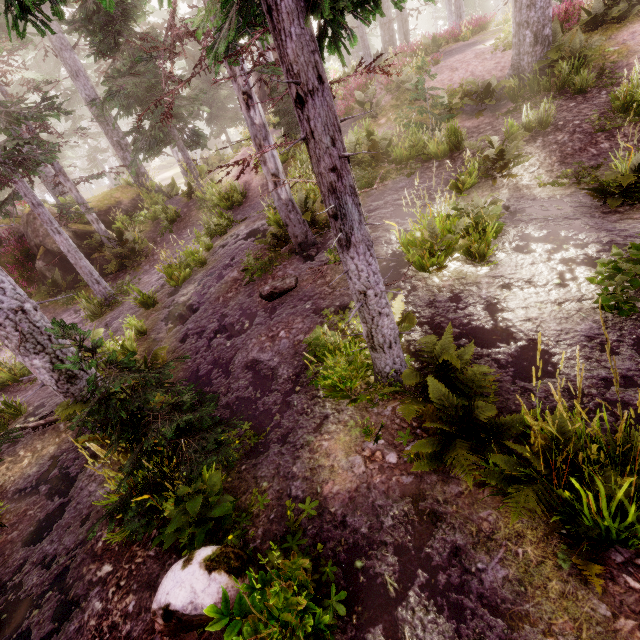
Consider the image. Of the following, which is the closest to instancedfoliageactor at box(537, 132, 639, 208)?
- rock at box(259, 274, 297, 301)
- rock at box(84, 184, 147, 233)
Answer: rock at box(84, 184, 147, 233)

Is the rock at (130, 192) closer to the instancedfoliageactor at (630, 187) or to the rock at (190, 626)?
the instancedfoliageactor at (630, 187)

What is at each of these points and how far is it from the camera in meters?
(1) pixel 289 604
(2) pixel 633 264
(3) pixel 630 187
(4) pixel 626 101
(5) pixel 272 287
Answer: (1) instancedfoliageactor, 2.3 m
(2) instancedfoliageactor, 4.3 m
(3) instancedfoliageactor, 5.7 m
(4) instancedfoliageactor, 8.1 m
(5) rock, 7.7 m

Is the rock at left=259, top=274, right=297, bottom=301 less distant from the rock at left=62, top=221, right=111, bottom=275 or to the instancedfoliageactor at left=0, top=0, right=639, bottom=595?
the instancedfoliageactor at left=0, top=0, right=639, bottom=595

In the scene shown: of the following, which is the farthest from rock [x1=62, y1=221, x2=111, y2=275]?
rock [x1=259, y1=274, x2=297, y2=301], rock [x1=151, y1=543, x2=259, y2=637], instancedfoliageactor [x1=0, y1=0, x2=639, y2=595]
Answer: rock [x1=259, y1=274, x2=297, y2=301]

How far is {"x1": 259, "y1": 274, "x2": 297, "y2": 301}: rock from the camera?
7.54m

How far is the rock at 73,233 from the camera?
14.5m

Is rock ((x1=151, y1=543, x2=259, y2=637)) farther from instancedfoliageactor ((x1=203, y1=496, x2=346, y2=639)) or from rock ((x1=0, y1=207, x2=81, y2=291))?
rock ((x1=0, y1=207, x2=81, y2=291))
